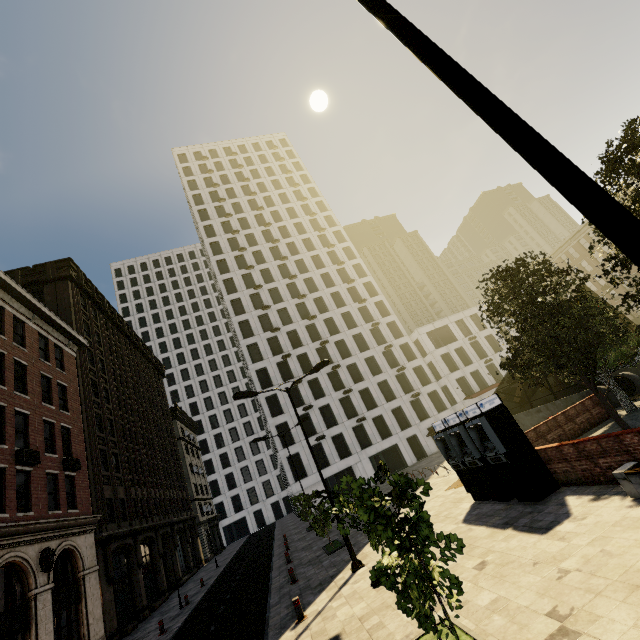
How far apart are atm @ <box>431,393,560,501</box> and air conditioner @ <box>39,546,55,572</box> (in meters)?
18.95

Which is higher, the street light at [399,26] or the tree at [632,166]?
the tree at [632,166]

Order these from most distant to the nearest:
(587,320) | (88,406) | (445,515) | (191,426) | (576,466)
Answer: (191,426) → (88,406) → (445,515) → (587,320) → (576,466)

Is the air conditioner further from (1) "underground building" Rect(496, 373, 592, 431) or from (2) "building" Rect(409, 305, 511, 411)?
(2) "building" Rect(409, 305, 511, 411)

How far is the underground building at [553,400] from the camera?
20.0 meters

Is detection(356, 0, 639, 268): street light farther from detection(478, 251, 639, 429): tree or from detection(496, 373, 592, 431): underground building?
detection(496, 373, 592, 431): underground building

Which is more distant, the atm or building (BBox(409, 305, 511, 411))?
building (BBox(409, 305, 511, 411))

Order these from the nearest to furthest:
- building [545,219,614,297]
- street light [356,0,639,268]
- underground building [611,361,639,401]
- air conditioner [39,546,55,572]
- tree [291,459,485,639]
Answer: street light [356,0,639,268] < tree [291,459,485,639] < air conditioner [39,546,55,572] < underground building [611,361,639,401] < building [545,219,614,297]
